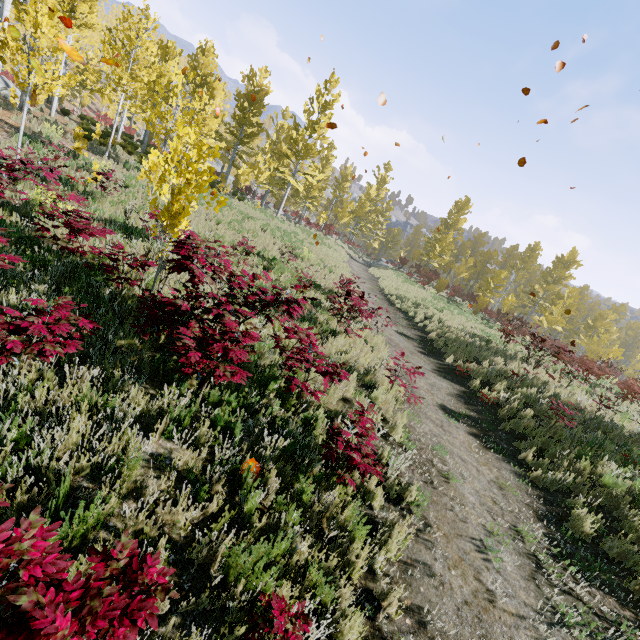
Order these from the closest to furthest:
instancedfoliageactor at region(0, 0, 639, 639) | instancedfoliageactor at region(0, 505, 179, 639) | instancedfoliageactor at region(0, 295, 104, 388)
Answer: instancedfoliageactor at region(0, 505, 179, 639) < instancedfoliageactor at region(0, 295, 104, 388) < instancedfoliageactor at region(0, 0, 639, 639)

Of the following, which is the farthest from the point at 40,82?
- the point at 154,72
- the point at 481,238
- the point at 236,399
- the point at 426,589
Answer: the point at 481,238

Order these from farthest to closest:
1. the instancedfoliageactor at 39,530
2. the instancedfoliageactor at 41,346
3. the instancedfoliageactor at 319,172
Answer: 1. the instancedfoliageactor at 319,172
2. the instancedfoliageactor at 41,346
3. the instancedfoliageactor at 39,530

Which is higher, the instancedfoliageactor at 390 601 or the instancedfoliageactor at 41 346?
the instancedfoliageactor at 41 346

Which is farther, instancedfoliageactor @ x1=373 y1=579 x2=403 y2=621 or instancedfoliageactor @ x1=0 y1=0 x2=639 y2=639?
instancedfoliageactor @ x1=0 y1=0 x2=639 y2=639

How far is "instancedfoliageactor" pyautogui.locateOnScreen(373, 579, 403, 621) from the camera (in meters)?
3.19
